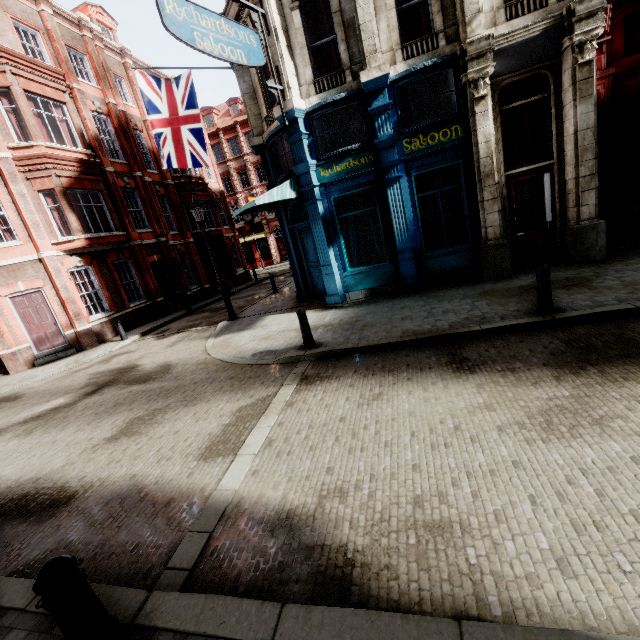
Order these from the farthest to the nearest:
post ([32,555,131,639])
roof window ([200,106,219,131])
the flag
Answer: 1. roof window ([200,106,219,131])
2. the flag
3. post ([32,555,131,639])

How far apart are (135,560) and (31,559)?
1.47m

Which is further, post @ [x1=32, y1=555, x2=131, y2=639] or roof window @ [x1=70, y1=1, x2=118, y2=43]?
roof window @ [x1=70, y1=1, x2=118, y2=43]

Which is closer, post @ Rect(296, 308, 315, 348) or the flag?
post @ Rect(296, 308, 315, 348)

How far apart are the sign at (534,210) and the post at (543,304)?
4.31m

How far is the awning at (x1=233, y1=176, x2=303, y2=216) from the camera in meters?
9.7

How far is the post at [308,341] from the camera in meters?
7.5 m

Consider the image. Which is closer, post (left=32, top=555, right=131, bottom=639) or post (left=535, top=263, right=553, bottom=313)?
post (left=32, top=555, right=131, bottom=639)
